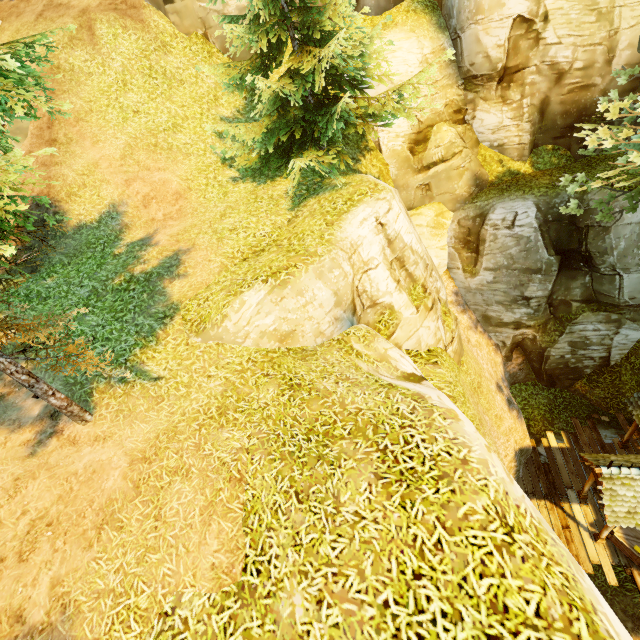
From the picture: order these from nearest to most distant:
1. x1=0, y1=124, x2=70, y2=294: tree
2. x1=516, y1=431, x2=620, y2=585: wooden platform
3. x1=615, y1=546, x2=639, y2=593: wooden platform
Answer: x1=0, y1=124, x2=70, y2=294: tree
x1=615, y1=546, x2=639, y2=593: wooden platform
x1=516, y1=431, x2=620, y2=585: wooden platform

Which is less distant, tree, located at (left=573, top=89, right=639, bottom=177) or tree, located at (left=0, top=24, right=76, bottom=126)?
tree, located at (left=0, top=24, right=76, bottom=126)

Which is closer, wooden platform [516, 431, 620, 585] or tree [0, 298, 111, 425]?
tree [0, 298, 111, 425]

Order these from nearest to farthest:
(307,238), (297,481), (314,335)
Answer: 1. (297,481)
2. (314,335)
3. (307,238)

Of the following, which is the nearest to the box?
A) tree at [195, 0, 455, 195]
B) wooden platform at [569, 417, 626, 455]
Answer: wooden platform at [569, 417, 626, 455]

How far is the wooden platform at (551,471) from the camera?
12.35m
